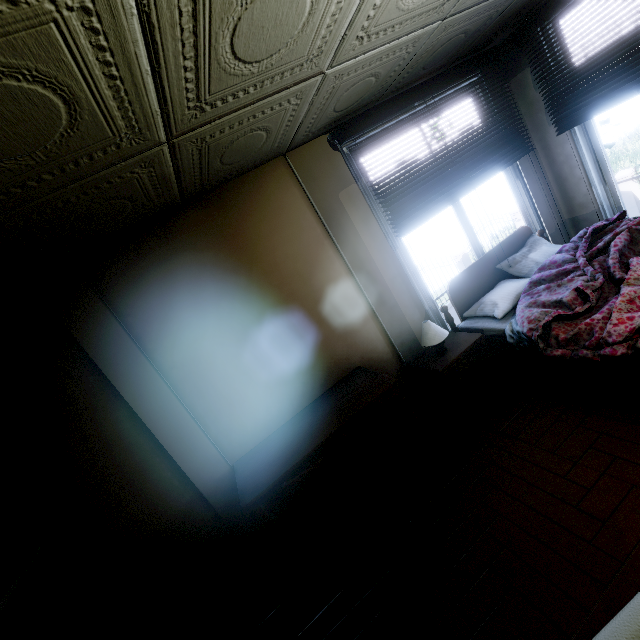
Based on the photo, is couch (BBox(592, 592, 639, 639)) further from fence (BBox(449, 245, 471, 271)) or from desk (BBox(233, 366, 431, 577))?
fence (BBox(449, 245, 471, 271))

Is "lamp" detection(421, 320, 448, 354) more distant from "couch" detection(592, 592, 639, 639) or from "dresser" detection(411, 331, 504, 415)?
"couch" detection(592, 592, 639, 639)

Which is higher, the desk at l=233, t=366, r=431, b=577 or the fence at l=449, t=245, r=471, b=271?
the desk at l=233, t=366, r=431, b=577

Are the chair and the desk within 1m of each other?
yes

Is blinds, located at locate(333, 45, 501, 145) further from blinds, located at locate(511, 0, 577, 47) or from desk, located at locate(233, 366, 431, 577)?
desk, located at locate(233, 366, 431, 577)

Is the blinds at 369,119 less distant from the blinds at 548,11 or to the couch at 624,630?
the blinds at 548,11

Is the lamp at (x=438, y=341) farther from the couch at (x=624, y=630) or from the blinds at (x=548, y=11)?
the blinds at (x=548, y=11)

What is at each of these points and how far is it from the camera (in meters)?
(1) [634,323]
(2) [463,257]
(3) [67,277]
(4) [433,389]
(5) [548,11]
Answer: (1) bed, 1.88
(2) fence, 11.28
(3) wall pillar, 2.30
(4) dresser, 3.12
(5) blinds, 2.93
